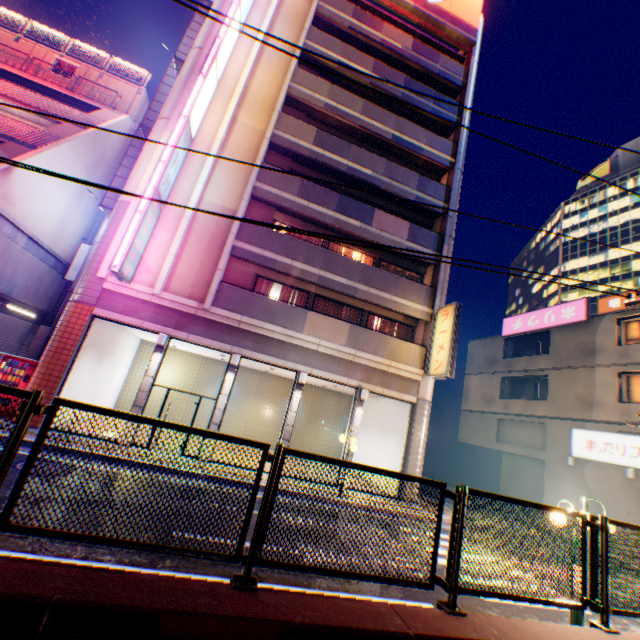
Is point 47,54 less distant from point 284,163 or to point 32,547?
point 284,163

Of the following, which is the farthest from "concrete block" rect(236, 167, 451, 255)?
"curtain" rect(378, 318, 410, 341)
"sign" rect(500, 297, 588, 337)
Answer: "sign" rect(500, 297, 588, 337)

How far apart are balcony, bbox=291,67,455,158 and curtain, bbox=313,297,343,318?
10.2 meters

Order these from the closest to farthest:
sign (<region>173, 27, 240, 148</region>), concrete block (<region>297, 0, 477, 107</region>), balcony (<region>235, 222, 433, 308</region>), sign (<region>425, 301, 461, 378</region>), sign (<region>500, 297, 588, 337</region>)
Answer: sign (<region>173, 27, 240, 148</region>) → sign (<region>425, 301, 461, 378</region>) → balcony (<region>235, 222, 433, 308</region>) → concrete block (<region>297, 0, 477, 107</region>) → sign (<region>500, 297, 588, 337</region>)

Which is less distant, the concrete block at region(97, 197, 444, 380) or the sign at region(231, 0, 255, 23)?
the concrete block at region(97, 197, 444, 380)

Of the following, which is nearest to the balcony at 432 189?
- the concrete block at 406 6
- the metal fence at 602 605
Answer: the concrete block at 406 6

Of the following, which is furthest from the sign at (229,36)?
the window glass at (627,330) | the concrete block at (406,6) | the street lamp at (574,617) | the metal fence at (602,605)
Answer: the window glass at (627,330)

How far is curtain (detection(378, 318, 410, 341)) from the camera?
17.0 meters
